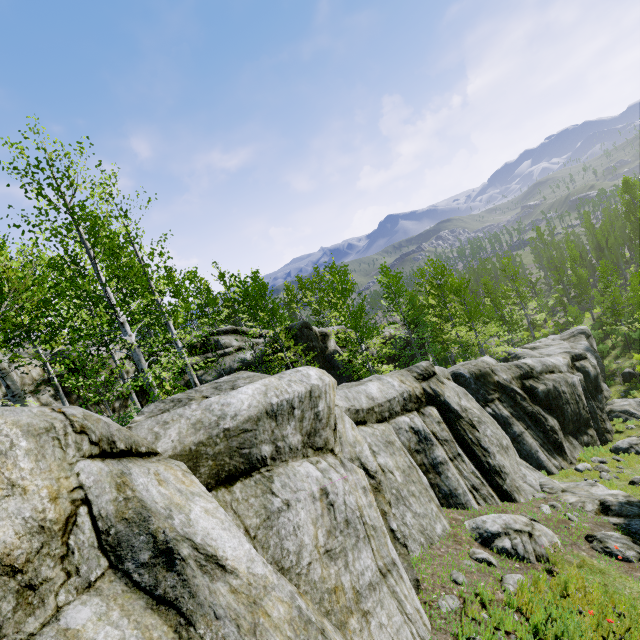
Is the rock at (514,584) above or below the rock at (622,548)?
above

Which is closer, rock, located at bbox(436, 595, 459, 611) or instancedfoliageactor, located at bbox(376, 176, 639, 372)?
rock, located at bbox(436, 595, 459, 611)

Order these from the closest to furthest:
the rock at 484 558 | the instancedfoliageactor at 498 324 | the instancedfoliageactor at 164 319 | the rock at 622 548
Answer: the rock at 484 558 → the rock at 622 548 → the instancedfoliageactor at 164 319 → the instancedfoliageactor at 498 324

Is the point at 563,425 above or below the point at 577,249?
below

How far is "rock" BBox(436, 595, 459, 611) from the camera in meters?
5.0

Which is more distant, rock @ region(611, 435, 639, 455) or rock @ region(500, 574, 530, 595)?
rock @ region(611, 435, 639, 455)

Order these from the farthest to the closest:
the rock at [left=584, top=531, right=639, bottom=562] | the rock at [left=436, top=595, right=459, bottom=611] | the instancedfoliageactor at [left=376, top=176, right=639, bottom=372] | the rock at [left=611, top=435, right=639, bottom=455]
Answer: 1. the instancedfoliageactor at [left=376, top=176, right=639, bottom=372]
2. the rock at [left=611, top=435, right=639, bottom=455]
3. the rock at [left=584, top=531, right=639, bottom=562]
4. the rock at [left=436, top=595, right=459, bottom=611]
